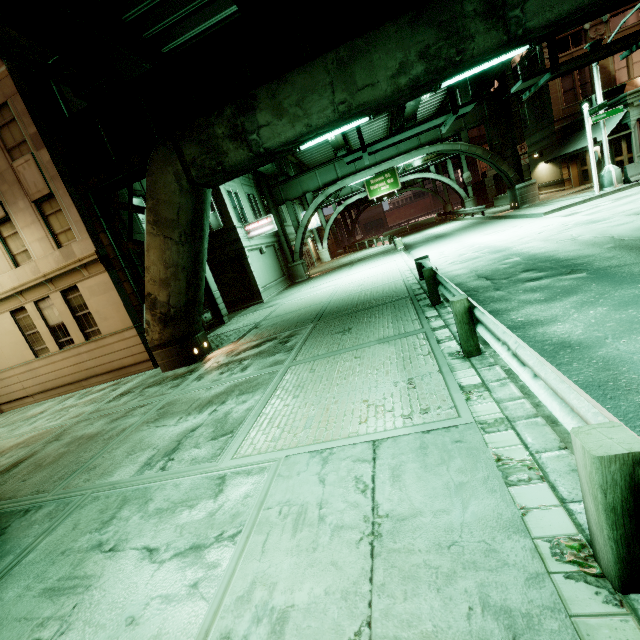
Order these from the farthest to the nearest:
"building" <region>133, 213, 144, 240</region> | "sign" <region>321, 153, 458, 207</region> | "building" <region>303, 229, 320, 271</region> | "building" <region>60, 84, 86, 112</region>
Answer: "sign" <region>321, 153, 458, 207</region> < "building" <region>303, 229, 320, 271</region> < "building" <region>133, 213, 144, 240</region> < "building" <region>60, 84, 86, 112</region>

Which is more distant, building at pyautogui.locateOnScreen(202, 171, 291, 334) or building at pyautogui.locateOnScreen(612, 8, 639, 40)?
building at pyautogui.locateOnScreen(612, 8, 639, 40)

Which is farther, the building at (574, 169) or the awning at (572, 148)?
the building at (574, 169)

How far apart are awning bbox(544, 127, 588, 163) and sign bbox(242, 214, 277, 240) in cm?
2064

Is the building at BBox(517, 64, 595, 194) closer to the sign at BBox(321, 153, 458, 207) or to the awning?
the awning

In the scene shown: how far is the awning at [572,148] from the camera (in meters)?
21.70

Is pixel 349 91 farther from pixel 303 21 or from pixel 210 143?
pixel 210 143

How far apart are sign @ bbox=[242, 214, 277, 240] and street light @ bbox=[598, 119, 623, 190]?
19.46m
